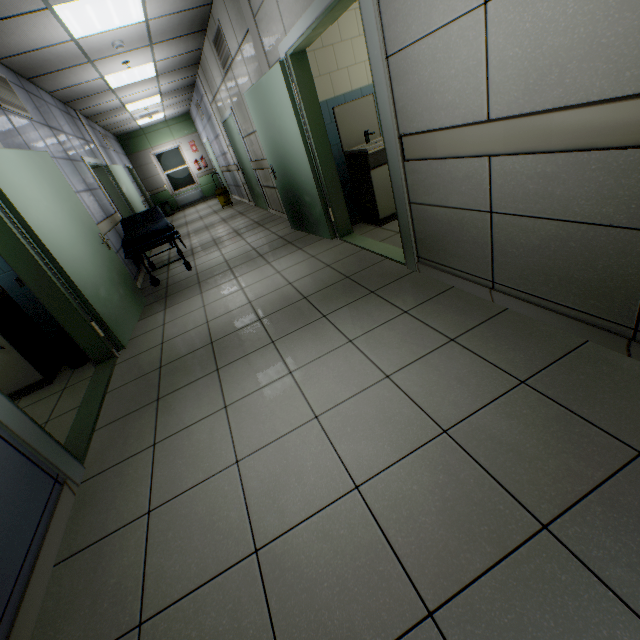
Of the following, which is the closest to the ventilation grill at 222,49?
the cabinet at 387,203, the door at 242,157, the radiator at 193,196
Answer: the door at 242,157

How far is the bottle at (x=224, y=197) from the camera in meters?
10.3

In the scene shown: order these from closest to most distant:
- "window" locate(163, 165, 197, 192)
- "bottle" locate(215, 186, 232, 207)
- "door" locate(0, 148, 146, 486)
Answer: "door" locate(0, 148, 146, 486) < "bottle" locate(215, 186, 232, 207) < "window" locate(163, 165, 197, 192)

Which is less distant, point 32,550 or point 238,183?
point 32,550

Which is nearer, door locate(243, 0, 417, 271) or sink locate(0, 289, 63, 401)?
door locate(243, 0, 417, 271)

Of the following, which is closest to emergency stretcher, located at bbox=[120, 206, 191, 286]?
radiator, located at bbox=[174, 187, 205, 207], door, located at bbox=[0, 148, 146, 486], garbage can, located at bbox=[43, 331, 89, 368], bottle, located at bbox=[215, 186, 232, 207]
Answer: door, located at bbox=[0, 148, 146, 486]

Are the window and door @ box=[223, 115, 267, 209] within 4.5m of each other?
no

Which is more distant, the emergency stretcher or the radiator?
the radiator
